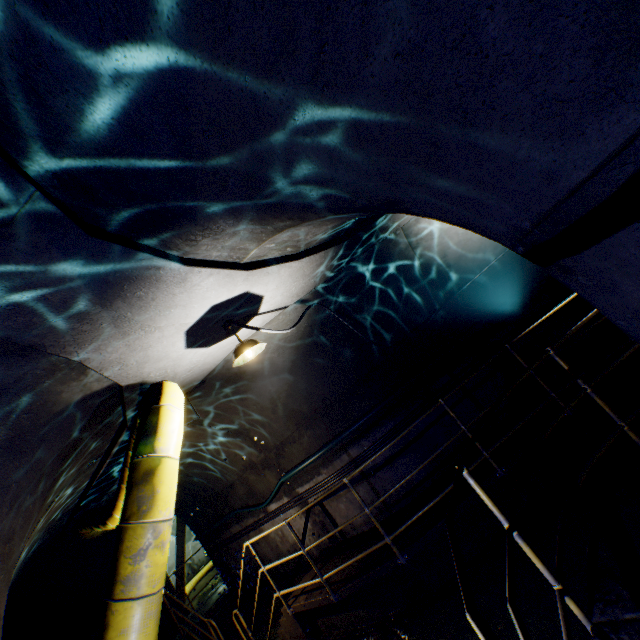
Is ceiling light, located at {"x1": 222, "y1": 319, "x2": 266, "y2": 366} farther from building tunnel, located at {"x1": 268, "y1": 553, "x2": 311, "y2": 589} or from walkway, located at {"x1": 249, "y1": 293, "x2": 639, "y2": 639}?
walkway, located at {"x1": 249, "y1": 293, "x2": 639, "y2": 639}

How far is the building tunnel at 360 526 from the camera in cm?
603

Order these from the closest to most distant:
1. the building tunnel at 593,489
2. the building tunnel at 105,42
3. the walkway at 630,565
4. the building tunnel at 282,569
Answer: the building tunnel at 105,42 < the walkway at 630,565 < the building tunnel at 593,489 < the building tunnel at 282,569

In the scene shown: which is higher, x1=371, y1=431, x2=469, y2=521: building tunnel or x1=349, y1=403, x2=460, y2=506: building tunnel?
x1=349, y1=403, x2=460, y2=506: building tunnel

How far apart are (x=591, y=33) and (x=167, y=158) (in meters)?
1.72

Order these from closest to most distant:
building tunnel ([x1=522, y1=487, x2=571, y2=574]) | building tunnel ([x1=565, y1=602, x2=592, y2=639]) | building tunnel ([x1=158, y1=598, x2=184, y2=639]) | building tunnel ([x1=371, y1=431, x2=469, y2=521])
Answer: building tunnel ([x1=565, y1=602, x2=592, y2=639])
building tunnel ([x1=522, y1=487, x2=571, y2=574])
building tunnel ([x1=371, y1=431, x2=469, y2=521])
building tunnel ([x1=158, y1=598, x2=184, y2=639])

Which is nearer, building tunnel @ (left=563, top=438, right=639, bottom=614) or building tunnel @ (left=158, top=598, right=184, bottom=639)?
building tunnel @ (left=563, top=438, right=639, bottom=614)
